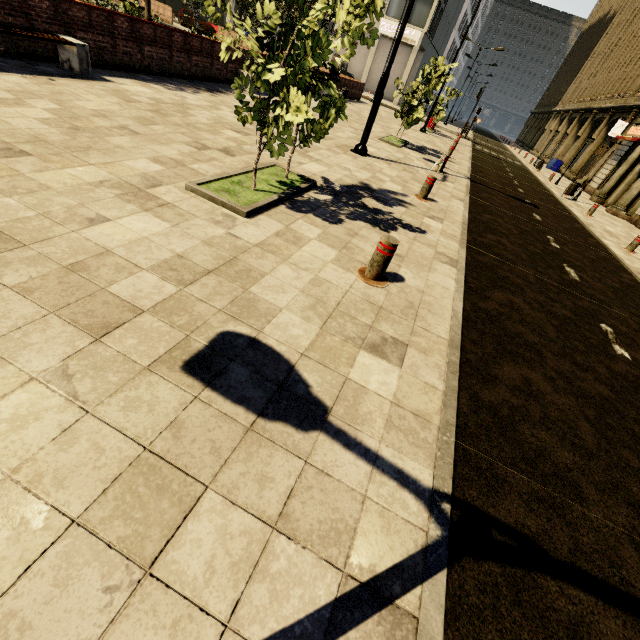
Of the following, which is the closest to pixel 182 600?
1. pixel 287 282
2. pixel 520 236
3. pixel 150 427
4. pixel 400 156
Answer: pixel 150 427

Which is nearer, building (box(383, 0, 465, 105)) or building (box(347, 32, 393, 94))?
building (box(383, 0, 465, 105))

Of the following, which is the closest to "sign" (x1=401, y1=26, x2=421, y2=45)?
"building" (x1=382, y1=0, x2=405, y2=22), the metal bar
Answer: "building" (x1=382, y1=0, x2=405, y2=22)

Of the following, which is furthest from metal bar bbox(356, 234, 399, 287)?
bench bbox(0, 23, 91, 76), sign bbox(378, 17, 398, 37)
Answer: sign bbox(378, 17, 398, 37)

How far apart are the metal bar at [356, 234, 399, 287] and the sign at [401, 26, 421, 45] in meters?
44.3 m

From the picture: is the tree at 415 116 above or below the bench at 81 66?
above

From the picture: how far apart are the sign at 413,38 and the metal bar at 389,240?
44.30m

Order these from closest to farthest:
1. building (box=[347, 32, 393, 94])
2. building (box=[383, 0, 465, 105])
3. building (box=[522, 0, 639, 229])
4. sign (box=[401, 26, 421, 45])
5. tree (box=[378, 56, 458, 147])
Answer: tree (box=[378, 56, 458, 147]), building (box=[522, 0, 639, 229]), building (box=[383, 0, 465, 105]), sign (box=[401, 26, 421, 45]), building (box=[347, 32, 393, 94])
